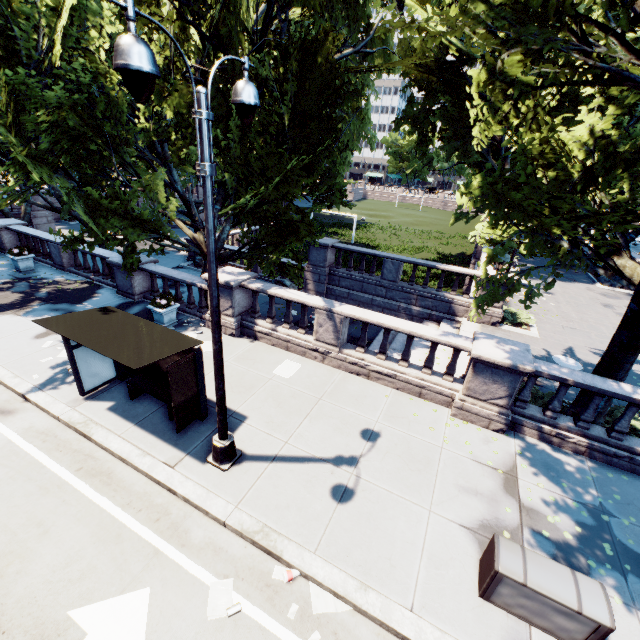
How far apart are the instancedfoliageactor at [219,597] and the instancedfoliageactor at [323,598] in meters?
1.1

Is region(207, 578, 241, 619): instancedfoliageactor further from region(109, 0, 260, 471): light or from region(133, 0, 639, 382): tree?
region(133, 0, 639, 382): tree

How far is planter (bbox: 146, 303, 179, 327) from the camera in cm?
1188

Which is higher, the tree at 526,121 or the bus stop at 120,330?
the tree at 526,121

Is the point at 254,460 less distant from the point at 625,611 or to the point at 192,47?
the point at 625,611

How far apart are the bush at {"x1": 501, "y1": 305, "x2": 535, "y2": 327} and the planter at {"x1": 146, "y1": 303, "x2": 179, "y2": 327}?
14.59m

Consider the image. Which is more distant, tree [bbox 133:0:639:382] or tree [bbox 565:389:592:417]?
tree [bbox 565:389:592:417]

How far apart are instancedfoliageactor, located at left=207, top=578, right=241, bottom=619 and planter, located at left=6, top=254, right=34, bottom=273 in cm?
1769
